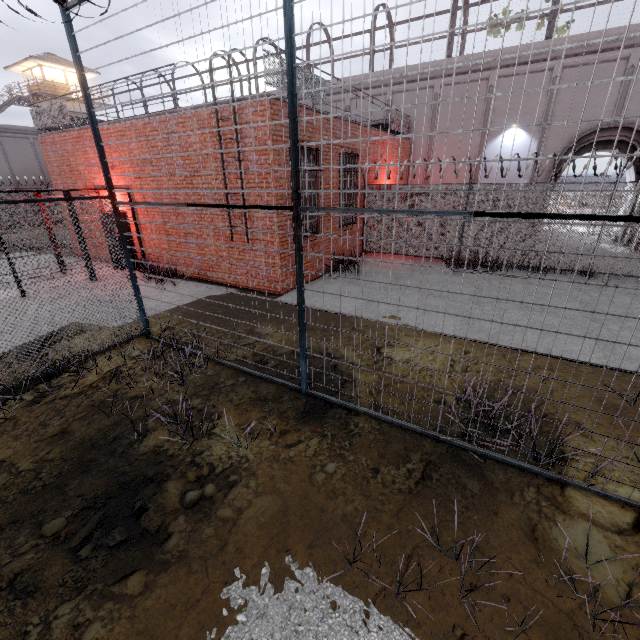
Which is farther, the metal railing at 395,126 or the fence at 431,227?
the metal railing at 395,126

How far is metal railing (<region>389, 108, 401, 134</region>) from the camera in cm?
1466

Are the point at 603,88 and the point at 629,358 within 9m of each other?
no

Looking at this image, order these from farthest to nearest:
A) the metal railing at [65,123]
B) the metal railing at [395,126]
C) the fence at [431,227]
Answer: the metal railing at [395,126], the metal railing at [65,123], the fence at [431,227]

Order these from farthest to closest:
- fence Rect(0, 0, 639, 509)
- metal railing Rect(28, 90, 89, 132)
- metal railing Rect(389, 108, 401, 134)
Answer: metal railing Rect(389, 108, 401, 134), metal railing Rect(28, 90, 89, 132), fence Rect(0, 0, 639, 509)

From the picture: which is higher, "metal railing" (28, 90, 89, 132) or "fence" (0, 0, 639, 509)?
"metal railing" (28, 90, 89, 132)
